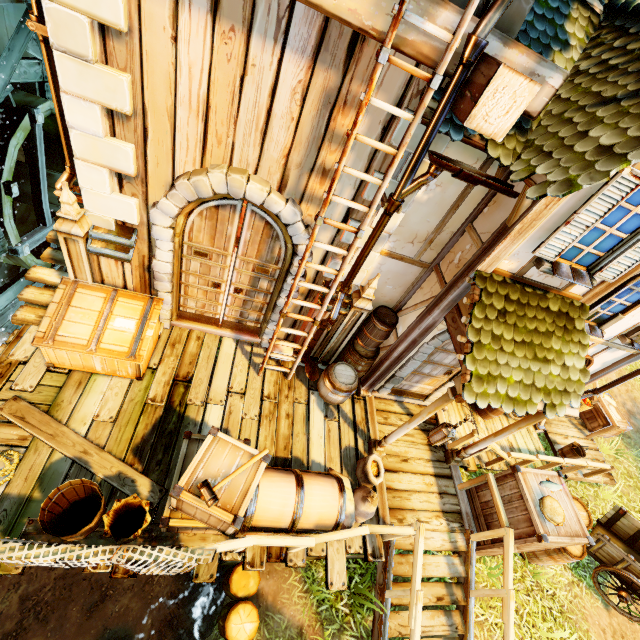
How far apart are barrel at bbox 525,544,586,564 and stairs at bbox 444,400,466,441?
1.2m

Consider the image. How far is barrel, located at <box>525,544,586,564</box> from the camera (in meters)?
6.02

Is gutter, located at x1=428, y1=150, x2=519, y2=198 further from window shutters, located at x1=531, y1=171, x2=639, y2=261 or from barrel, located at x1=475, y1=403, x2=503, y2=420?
barrel, located at x1=475, y1=403, x2=503, y2=420

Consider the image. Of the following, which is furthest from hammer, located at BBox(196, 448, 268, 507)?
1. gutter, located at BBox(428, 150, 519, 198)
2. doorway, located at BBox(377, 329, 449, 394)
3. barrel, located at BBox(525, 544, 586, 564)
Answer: barrel, located at BBox(525, 544, 586, 564)

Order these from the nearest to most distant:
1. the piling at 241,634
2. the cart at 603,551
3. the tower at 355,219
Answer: the tower at 355,219 → the piling at 241,634 → the cart at 603,551

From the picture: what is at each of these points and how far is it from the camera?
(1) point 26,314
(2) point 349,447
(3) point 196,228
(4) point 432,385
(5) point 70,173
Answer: (1) stairs, 5.5 meters
(2) wooden platform, 6.0 meters
(3) door, 4.8 meters
(4) door, 6.7 meters
(5) drain pipe, 4.4 meters

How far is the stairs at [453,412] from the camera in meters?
7.5

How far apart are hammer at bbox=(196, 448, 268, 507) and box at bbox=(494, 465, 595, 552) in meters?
4.2
